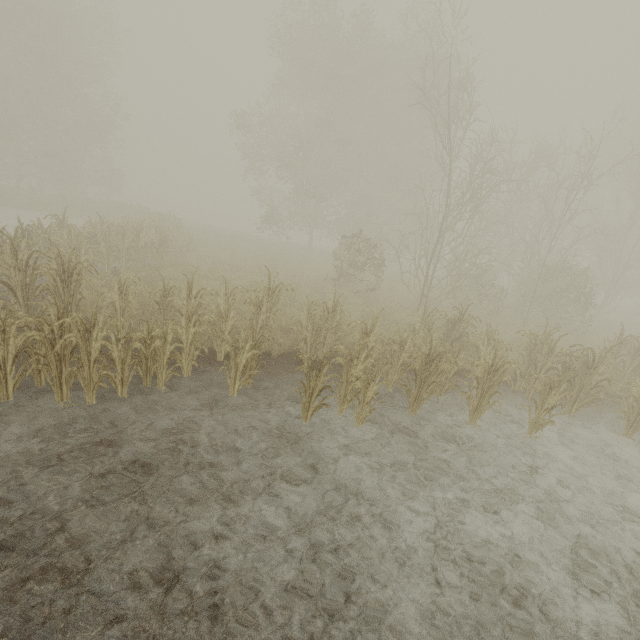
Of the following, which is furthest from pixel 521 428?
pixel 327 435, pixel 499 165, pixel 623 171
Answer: pixel 499 165
